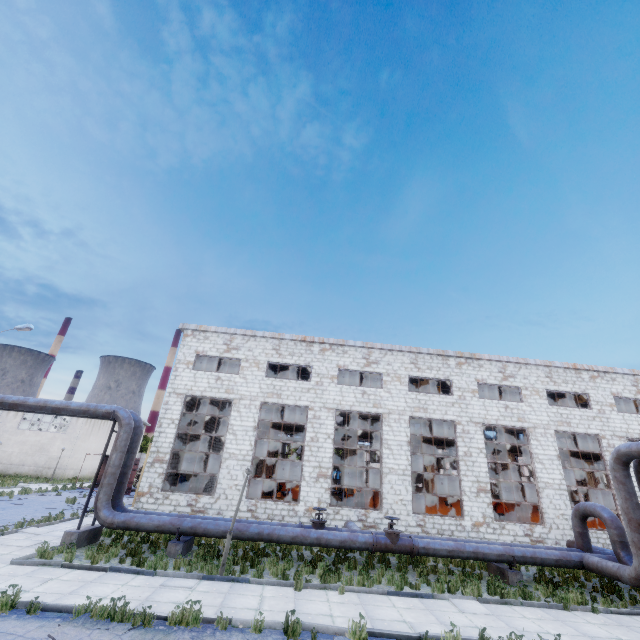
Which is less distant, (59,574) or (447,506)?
(59,574)

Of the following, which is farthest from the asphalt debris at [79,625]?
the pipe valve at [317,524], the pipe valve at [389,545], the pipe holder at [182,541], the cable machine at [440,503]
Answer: the cable machine at [440,503]

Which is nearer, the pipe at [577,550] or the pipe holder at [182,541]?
the pipe at [577,550]

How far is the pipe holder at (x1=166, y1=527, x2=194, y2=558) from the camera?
12.25m

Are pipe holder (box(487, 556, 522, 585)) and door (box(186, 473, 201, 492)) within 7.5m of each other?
no

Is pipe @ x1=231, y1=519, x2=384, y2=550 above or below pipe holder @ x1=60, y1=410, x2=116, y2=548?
above

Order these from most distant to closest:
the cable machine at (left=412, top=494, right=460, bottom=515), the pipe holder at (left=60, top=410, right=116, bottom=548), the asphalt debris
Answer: the cable machine at (left=412, top=494, right=460, bottom=515) → the pipe holder at (left=60, top=410, right=116, bottom=548) → the asphalt debris

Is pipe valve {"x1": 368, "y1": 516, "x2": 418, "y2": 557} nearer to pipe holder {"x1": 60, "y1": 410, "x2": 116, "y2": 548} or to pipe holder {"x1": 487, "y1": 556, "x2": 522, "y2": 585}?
pipe holder {"x1": 487, "y1": 556, "x2": 522, "y2": 585}
